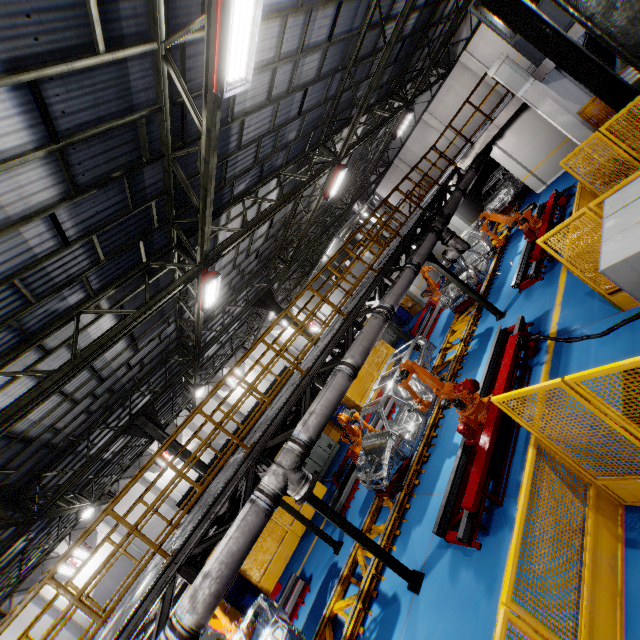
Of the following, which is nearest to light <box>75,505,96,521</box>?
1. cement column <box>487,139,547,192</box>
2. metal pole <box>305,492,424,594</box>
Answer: metal pole <box>305,492,424,594</box>

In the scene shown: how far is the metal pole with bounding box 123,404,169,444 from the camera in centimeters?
1298cm

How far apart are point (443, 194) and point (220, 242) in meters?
8.7 m

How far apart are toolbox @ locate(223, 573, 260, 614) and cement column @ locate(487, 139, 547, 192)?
21.31m

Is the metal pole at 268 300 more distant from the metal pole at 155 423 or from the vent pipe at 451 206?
the vent pipe at 451 206

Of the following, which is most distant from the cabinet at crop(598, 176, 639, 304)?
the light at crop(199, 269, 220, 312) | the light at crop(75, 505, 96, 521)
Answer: the light at crop(75, 505, 96, 521)

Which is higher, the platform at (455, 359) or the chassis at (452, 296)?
the chassis at (452, 296)

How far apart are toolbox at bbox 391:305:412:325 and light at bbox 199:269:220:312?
13.03m
